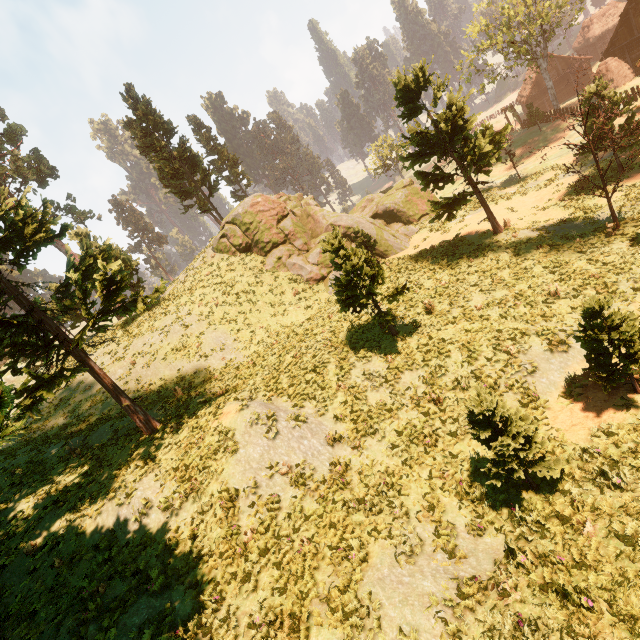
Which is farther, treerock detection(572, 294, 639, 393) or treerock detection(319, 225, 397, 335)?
treerock detection(319, 225, 397, 335)

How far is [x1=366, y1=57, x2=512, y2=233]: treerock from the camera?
17.27m

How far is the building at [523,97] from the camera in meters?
52.1 m

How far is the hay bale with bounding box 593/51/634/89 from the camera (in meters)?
33.81

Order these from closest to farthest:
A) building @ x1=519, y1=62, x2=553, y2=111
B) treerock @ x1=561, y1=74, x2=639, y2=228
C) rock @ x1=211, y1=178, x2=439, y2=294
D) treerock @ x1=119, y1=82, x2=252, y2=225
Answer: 1. treerock @ x1=561, y1=74, x2=639, y2=228
2. rock @ x1=211, y1=178, x2=439, y2=294
3. treerock @ x1=119, y1=82, x2=252, y2=225
4. building @ x1=519, y1=62, x2=553, y2=111

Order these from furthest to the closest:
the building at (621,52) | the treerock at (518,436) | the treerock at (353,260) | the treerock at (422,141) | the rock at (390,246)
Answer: the building at (621,52), the rock at (390,246), the treerock at (422,141), the treerock at (353,260), the treerock at (518,436)

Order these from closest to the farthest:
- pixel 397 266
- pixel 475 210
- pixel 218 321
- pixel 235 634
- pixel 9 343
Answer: pixel 235 634
pixel 9 343
pixel 397 266
pixel 218 321
pixel 475 210

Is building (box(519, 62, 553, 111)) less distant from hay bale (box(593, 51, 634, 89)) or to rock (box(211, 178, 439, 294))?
hay bale (box(593, 51, 634, 89))
